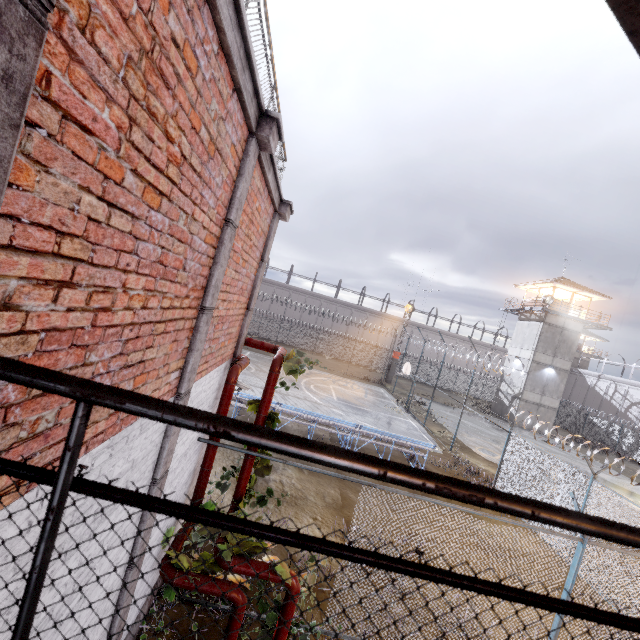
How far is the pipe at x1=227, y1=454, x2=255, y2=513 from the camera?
5.7 meters

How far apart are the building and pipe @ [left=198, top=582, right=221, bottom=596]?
34.15m

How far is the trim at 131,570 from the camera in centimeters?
360cm

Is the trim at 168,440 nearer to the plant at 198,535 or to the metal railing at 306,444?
the metal railing at 306,444

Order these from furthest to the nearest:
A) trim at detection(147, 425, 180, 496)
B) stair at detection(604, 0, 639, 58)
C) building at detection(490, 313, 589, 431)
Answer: building at detection(490, 313, 589, 431), trim at detection(147, 425, 180, 496), stair at detection(604, 0, 639, 58)

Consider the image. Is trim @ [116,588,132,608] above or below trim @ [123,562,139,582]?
below

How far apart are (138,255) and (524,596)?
2.34m
